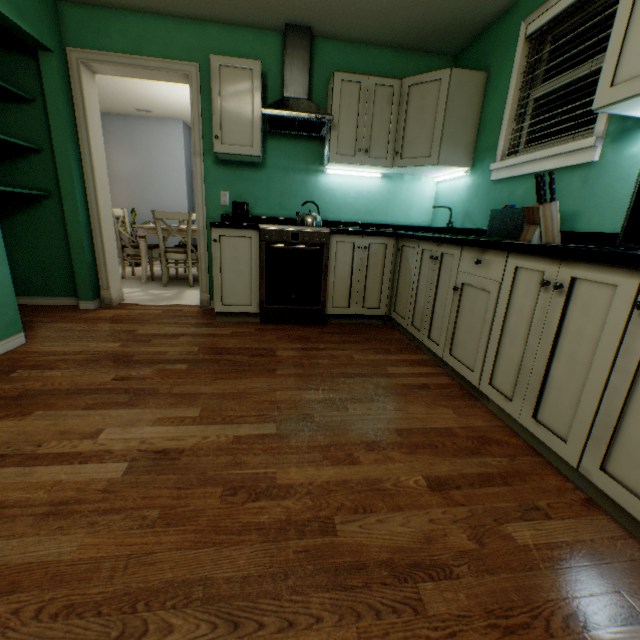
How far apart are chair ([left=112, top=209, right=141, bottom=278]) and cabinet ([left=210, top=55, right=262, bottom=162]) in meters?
2.2 m

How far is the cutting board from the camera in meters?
2.0 m

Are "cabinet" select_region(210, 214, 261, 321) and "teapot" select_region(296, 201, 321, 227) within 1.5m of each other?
yes

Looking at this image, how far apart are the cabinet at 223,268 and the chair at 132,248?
1.9 meters

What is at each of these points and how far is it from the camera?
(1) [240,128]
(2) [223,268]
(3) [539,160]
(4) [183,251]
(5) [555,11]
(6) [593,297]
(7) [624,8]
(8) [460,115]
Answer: (1) cabinet, 2.70m
(2) cabinet, 2.79m
(3) window, 2.01m
(4) chair, 4.20m
(5) blinds, 1.94m
(6) cabinet, 1.13m
(7) cabinet, 1.25m
(8) cabinet, 2.63m

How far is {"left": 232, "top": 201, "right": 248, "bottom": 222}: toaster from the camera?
2.82m

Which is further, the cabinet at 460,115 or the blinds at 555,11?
the cabinet at 460,115

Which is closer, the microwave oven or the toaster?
the microwave oven
